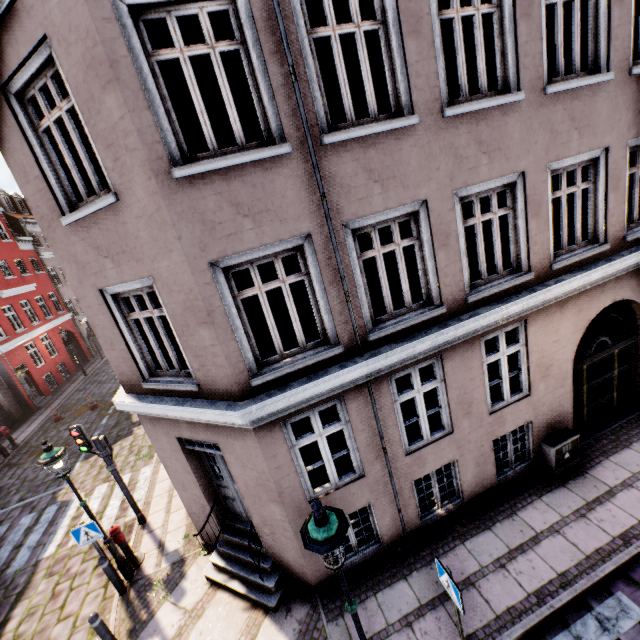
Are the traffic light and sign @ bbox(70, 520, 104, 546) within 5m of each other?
yes

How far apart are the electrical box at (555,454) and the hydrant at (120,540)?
9.86m

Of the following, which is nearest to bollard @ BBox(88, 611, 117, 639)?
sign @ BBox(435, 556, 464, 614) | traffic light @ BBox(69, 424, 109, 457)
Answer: traffic light @ BBox(69, 424, 109, 457)

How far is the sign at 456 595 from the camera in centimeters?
413cm

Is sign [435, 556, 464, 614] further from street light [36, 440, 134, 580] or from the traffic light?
the traffic light

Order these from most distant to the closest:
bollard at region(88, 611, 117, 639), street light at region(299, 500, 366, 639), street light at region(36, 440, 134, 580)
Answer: Answer: street light at region(36, 440, 134, 580) → bollard at region(88, 611, 117, 639) → street light at region(299, 500, 366, 639)

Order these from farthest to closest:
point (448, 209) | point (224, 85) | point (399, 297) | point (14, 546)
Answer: point (399, 297) < point (14, 546) < point (448, 209) < point (224, 85)

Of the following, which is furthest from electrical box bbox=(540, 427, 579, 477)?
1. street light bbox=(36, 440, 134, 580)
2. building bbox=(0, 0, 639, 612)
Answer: street light bbox=(36, 440, 134, 580)
